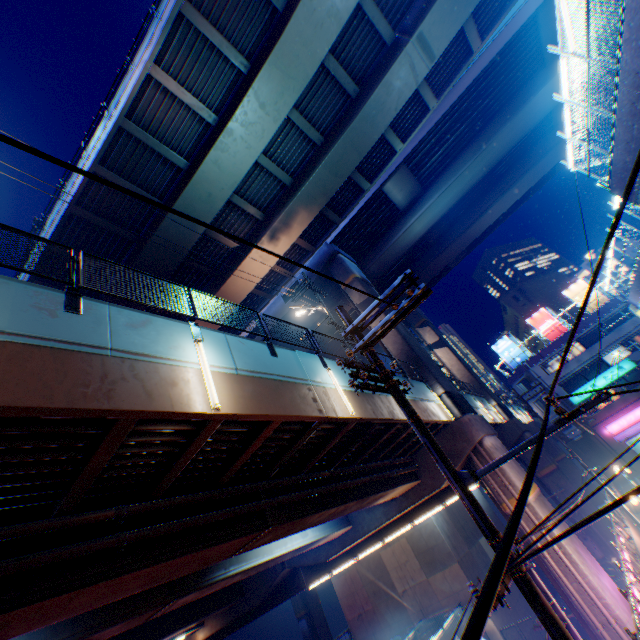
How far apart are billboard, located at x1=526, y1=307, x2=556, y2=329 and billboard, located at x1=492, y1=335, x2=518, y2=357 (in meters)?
3.27

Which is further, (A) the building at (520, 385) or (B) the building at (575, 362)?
(A) the building at (520, 385)

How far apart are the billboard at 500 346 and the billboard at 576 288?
9.0 meters

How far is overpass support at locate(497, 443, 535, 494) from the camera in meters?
15.6

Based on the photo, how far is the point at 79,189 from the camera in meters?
15.7 m

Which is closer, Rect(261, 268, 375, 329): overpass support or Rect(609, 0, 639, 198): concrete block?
Rect(609, 0, 639, 198): concrete block

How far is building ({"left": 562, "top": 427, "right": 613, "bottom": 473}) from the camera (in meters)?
37.16
